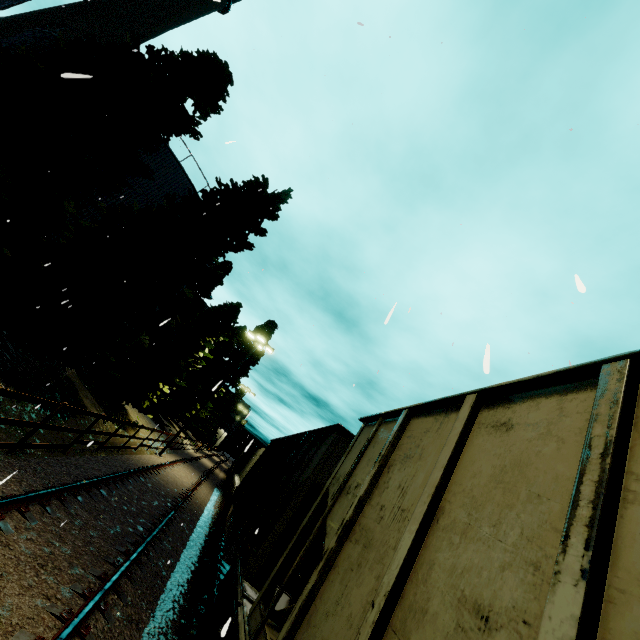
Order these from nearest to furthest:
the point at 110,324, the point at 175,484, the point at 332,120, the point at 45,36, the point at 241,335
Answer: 1. the point at 332,120
2. the point at 110,324
3. the point at 175,484
4. the point at 45,36
5. the point at 241,335

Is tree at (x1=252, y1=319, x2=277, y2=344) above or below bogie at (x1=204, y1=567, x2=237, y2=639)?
above

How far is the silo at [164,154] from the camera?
18.8 meters

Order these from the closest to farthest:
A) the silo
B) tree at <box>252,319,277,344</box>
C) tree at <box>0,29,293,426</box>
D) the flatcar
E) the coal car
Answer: the coal car
the flatcar
tree at <box>0,29,293,426</box>
the silo
tree at <box>252,319,277,344</box>

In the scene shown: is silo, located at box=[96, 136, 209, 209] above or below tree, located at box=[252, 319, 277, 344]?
below

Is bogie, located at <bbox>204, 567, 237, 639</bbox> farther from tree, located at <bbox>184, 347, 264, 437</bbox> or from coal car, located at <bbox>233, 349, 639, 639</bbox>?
tree, located at <bbox>184, 347, 264, 437</bbox>

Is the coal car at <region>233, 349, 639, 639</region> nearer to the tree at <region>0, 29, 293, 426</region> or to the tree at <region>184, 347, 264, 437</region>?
the tree at <region>0, 29, 293, 426</region>

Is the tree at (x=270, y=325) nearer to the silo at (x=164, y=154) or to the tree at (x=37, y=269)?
the tree at (x=37, y=269)
